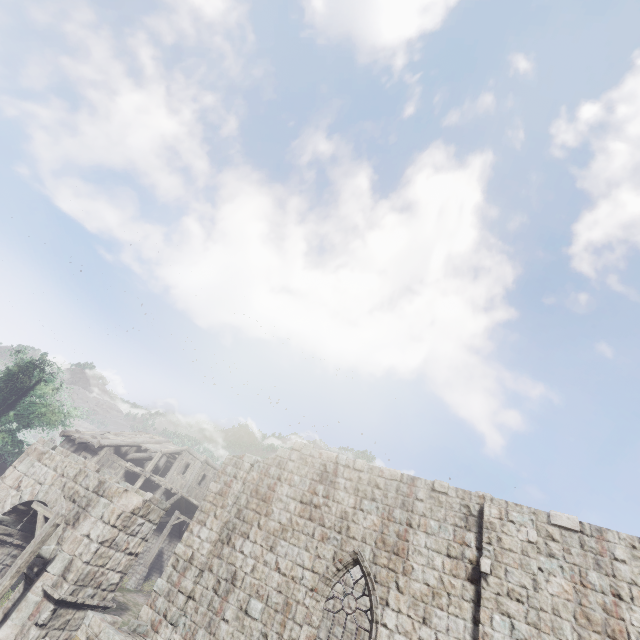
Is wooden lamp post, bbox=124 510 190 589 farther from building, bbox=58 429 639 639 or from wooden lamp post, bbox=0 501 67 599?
wooden lamp post, bbox=0 501 67 599

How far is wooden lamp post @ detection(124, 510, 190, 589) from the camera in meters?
21.1 m

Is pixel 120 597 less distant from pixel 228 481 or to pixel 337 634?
pixel 337 634

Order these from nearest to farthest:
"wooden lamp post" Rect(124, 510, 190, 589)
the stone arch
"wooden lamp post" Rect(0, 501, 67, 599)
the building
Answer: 1. the building
2. "wooden lamp post" Rect(0, 501, 67, 599)
3. the stone arch
4. "wooden lamp post" Rect(124, 510, 190, 589)

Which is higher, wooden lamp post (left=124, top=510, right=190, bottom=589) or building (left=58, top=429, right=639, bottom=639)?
building (left=58, top=429, right=639, bottom=639)

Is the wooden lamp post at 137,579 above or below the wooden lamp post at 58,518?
below

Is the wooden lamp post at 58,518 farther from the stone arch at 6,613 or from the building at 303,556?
the building at 303,556

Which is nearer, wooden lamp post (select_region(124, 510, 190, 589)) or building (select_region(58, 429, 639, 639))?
building (select_region(58, 429, 639, 639))
